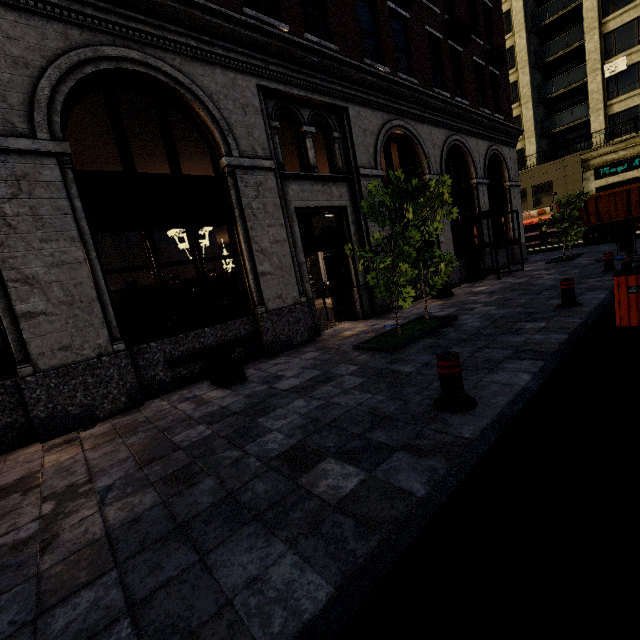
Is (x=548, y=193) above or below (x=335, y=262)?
above

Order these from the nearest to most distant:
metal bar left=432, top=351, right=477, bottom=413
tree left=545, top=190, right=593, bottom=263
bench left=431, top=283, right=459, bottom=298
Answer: metal bar left=432, top=351, right=477, bottom=413, bench left=431, top=283, right=459, bottom=298, tree left=545, top=190, right=593, bottom=263

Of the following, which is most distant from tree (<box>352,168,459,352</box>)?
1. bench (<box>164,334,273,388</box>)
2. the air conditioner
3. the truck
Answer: the air conditioner

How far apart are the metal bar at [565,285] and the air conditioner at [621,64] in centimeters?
3146cm

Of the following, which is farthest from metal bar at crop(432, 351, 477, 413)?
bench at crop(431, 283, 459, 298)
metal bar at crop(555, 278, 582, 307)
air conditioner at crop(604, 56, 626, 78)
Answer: air conditioner at crop(604, 56, 626, 78)

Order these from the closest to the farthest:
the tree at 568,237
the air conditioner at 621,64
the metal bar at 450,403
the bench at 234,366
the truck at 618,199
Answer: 1. the metal bar at 450,403
2. the bench at 234,366
3. the tree at 568,237
4. the truck at 618,199
5. the air conditioner at 621,64

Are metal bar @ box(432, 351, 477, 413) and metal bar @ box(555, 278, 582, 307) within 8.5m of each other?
yes

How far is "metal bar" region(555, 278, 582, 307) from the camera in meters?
6.4 m
